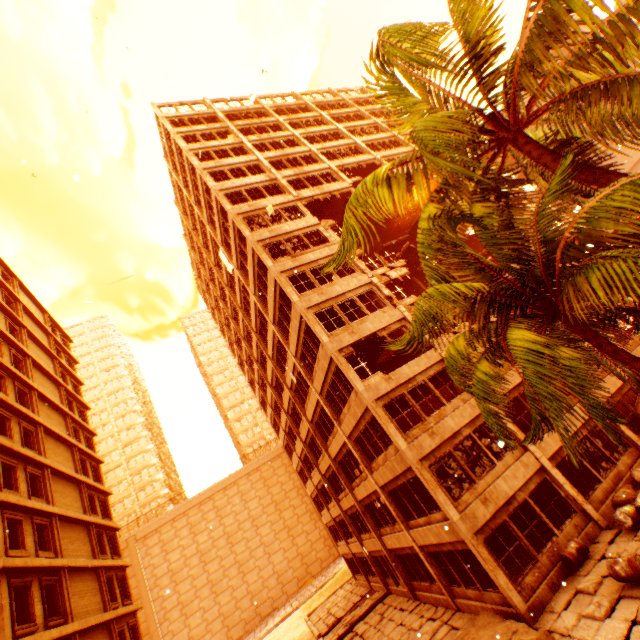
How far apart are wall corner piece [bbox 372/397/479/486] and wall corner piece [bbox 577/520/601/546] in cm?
530

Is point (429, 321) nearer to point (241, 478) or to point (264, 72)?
point (264, 72)

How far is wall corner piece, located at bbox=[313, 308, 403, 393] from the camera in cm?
1616

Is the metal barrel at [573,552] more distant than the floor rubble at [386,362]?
No

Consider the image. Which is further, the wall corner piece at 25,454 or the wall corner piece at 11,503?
the wall corner piece at 25,454

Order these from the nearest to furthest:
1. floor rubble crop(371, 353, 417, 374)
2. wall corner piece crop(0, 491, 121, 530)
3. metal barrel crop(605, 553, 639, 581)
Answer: metal barrel crop(605, 553, 639, 581) → wall corner piece crop(0, 491, 121, 530) → floor rubble crop(371, 353, 417, 374)

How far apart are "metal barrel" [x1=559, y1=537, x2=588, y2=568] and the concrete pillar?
22.7m
